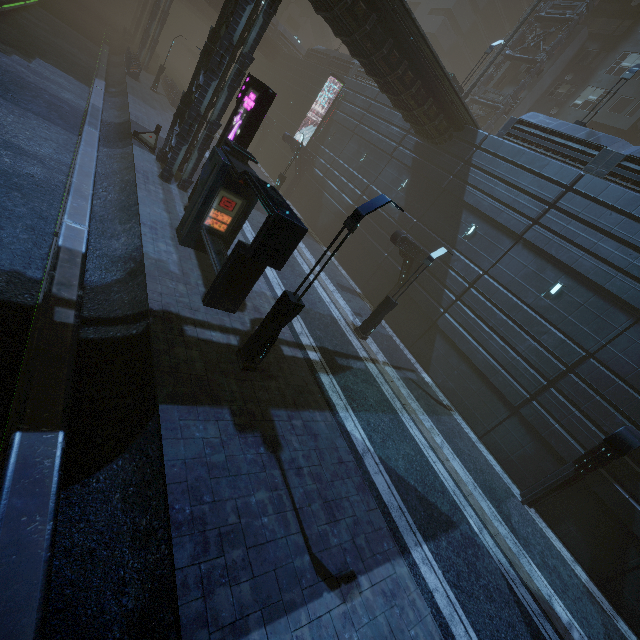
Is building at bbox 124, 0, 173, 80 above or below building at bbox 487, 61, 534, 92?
below

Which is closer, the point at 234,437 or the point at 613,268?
the point at 234,437

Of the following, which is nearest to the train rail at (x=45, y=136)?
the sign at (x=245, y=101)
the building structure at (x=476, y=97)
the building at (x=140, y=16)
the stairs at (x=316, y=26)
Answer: the building at (x=140, y=16)

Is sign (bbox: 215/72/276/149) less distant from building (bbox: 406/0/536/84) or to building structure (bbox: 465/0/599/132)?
building (bbox: 406/0/536/84)

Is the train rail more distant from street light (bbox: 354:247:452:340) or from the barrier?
street light (bbox: 354:247:452:340)

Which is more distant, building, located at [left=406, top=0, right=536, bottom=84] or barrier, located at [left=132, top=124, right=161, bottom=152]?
building, located at [left=406, top=0, right=536, bottom=84]

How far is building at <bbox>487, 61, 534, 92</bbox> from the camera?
31.3m

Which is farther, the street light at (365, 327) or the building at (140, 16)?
the building at (140, 16)
